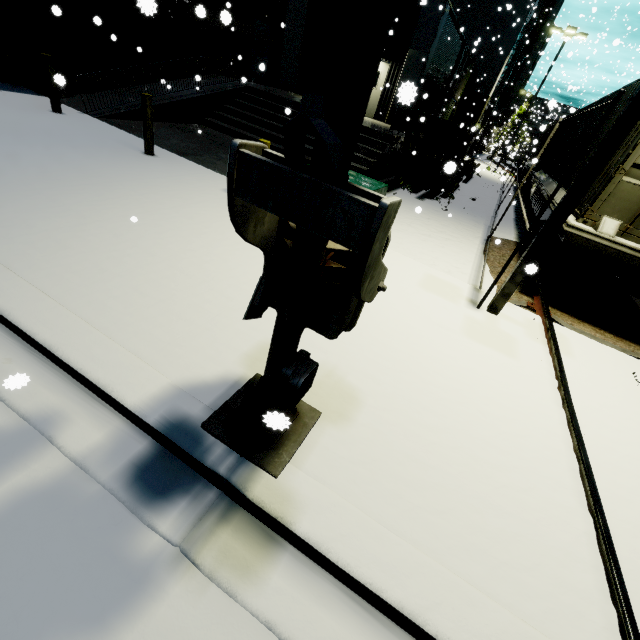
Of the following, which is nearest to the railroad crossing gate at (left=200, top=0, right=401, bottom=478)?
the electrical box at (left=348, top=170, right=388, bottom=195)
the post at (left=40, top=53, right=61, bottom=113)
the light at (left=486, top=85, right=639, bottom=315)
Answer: the electrical box at (left=348, top=170, right=388, bottom=195)

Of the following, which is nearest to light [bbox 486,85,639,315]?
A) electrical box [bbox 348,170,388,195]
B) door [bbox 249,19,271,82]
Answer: electrical box [bbox 348,170,388,195]

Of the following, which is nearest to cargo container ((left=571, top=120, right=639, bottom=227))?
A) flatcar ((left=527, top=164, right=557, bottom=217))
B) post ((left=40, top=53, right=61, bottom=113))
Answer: flatcar ((left=527, top=164, right=557, bottom=217))

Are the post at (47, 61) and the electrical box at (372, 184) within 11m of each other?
yes

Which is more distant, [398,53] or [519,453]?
[398,53]

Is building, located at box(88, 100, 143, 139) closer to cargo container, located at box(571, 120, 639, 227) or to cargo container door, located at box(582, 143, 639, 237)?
cargo container, located at box(571, 120, 639, 227)

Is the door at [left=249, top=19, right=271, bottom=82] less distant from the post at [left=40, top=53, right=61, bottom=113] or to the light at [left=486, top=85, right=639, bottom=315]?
the post at [left=40, top=53, right=61, bottom=113]

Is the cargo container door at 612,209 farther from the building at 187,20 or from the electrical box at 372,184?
the electrical box at 372,184
